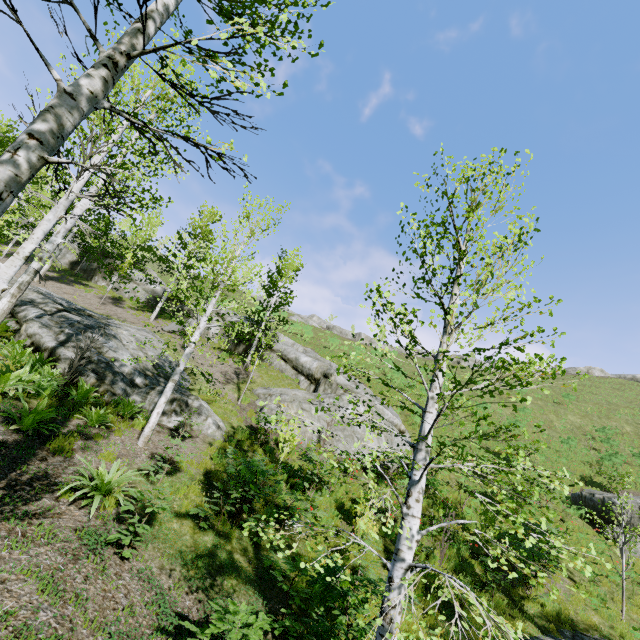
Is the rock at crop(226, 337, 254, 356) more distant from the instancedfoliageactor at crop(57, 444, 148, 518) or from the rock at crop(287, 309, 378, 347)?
the rock at crop(287, 309, 378, 347)

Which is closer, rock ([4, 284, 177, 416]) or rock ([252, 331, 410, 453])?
rock ([4, 284, 177, 416])

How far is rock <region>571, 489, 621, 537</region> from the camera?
15.5 meters

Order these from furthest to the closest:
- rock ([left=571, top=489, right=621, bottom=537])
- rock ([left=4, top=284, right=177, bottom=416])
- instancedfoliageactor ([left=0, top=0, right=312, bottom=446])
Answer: rock ([left=571, top=489, right=621, bottom=537]) → rock ([left=4, top=284, right=177, bottom=416]) → instancedfoliageactor ([left=0, top=0, right=312, bottom=446])

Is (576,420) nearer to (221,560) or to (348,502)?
(348,502)

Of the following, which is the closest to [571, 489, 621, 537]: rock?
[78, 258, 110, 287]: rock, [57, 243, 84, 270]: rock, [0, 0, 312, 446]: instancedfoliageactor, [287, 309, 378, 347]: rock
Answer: [0, 0, 312, 446]: instancedfoliageactor

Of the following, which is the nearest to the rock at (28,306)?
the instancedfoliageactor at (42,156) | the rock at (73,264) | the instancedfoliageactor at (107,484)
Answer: the instancedfoliageactor at (42,156)

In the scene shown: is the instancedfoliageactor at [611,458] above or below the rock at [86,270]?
below
